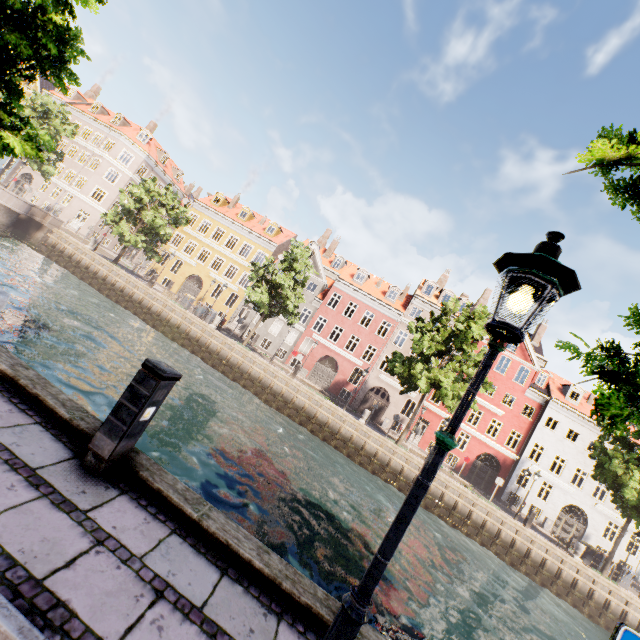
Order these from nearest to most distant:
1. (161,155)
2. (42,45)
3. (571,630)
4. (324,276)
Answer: (42,45) → (571,630) → (324,276) → (161,155)

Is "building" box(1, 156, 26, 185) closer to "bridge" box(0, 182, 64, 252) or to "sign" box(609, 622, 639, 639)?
"bridge" box(0, 182, 64, 252)

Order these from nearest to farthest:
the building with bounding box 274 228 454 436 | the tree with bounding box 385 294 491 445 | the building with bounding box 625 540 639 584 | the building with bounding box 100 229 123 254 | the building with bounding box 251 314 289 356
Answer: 1. the tree with bounding box 385 294 491 445
2. the building with bounding box 625 540 639 584
3. the building with bounding box 274 228 454 436
4. the building with bounding box 251 314 289 356
5. the building with bounding box 100 229 123 254

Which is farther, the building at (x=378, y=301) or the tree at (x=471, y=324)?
the building at (x=378, y=301)

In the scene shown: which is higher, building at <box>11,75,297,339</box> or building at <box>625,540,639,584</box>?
building at <box>11,75,297,339</box>

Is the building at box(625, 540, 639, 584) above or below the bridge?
above

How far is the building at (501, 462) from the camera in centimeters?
2900cm

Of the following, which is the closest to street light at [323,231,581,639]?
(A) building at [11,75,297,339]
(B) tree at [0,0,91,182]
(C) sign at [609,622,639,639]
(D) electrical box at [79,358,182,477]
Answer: (C) sign at [609,622,639,639]
